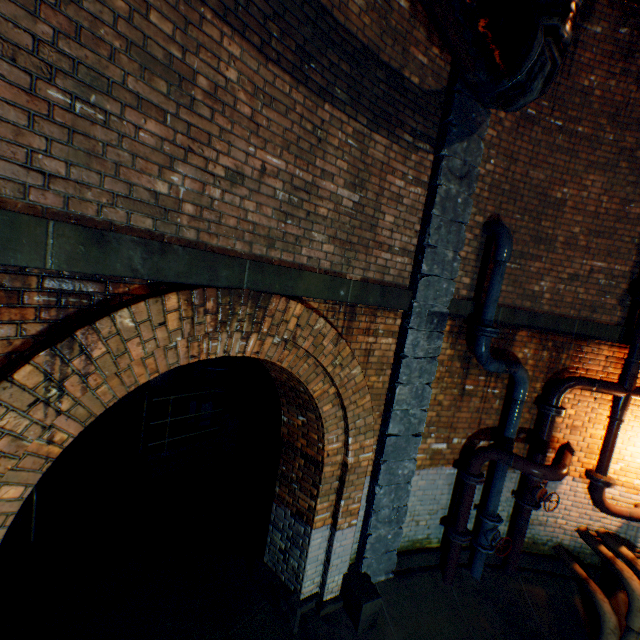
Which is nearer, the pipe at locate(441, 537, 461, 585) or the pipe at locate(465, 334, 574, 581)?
the pipe at locate(465, 334, 574, 581)

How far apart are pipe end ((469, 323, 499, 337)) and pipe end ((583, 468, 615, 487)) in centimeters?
300cm

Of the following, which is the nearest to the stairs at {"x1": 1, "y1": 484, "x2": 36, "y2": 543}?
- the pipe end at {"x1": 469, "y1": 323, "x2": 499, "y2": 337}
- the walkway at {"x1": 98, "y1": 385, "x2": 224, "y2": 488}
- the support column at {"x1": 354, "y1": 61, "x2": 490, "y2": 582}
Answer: A: the walkway at {"x1": 98, "y1": 385, "x2": 224, "y2": 488}

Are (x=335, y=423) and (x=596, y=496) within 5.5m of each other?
yes

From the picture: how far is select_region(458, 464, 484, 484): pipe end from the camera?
4.9m

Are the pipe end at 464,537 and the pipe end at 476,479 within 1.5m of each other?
yes

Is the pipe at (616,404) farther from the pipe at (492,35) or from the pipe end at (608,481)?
the pipe at (492,35)

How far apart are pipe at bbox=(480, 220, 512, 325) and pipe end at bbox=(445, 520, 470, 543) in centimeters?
332cm
